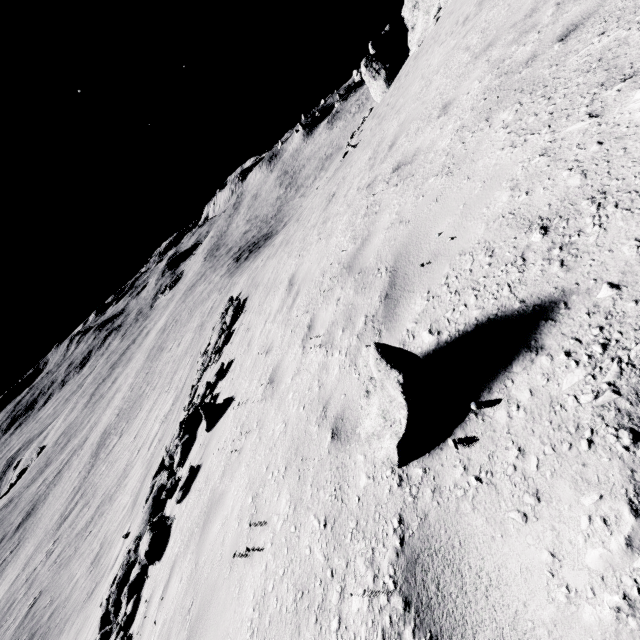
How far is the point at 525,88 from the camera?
3.08m

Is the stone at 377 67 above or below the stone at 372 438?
above

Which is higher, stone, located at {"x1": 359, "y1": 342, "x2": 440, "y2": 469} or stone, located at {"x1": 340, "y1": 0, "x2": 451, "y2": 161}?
stone, located at {"x1": 340, "y1": 0, "x2": 451, "y2": 161}

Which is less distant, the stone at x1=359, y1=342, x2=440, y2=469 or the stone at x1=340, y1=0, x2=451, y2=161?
the stone at x1=359, y1=342, x2=440, y2=469

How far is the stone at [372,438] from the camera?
1.8m

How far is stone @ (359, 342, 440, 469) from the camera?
1.8m
